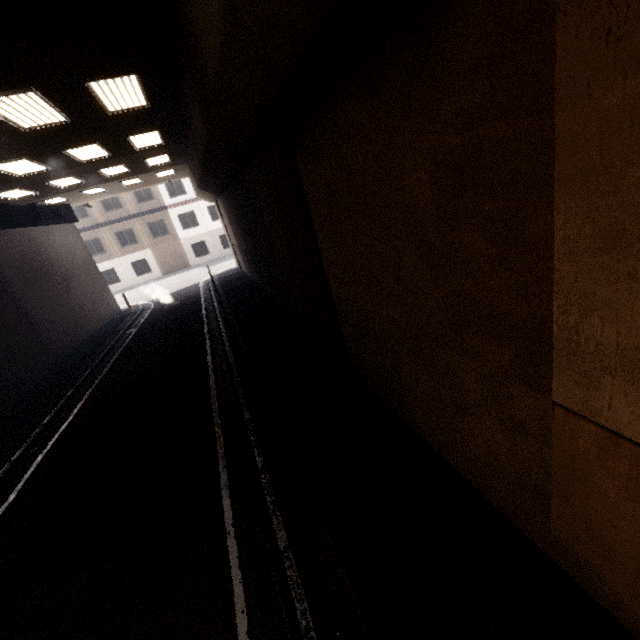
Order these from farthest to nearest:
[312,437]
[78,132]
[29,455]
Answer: [78,132] < [29,455] < [312,437]

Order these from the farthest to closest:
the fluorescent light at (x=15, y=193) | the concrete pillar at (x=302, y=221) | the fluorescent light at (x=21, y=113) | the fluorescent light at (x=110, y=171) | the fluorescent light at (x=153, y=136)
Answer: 1. the fluorescent light at (x=110, y=171)
2. the fluorescent light at (x=15, y=193)
3. the fluorescent light at (x=153, y=136)
4. the fluorescent light at (x=21, y=113)
5. the concrete pillar at (x=302, y=221)

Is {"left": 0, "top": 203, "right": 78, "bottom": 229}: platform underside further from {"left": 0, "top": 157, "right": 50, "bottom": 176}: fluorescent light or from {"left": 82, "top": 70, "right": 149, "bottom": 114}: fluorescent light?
{"left": 82, "top": 70, "right": 149, "bottom": 114}: fluorescent light

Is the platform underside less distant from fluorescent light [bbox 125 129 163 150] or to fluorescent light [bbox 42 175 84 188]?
fluorescent light [bbox 42 175 84 188]

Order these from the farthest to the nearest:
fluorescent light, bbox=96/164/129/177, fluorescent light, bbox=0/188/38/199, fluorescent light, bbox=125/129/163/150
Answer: fluorescent light, bbox=96/164/129/177
fluorescent light, bbox=0/188/38/199
fluorescent light, bbox=125/129/163/150

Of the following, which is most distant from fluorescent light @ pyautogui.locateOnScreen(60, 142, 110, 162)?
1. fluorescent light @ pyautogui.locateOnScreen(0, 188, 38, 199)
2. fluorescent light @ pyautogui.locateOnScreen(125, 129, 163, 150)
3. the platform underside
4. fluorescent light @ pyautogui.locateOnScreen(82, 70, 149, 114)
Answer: the platform underside

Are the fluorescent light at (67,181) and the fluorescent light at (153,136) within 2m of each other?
no

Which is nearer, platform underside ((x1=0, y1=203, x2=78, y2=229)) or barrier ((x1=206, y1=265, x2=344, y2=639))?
barrier ((x1=206, y1=265, x2=344, y2=639))
